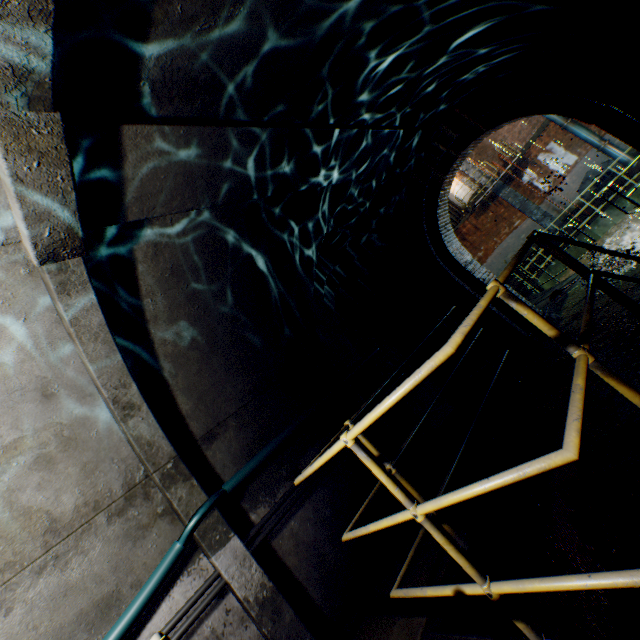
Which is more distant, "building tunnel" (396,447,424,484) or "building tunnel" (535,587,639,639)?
"building tunnel" (396,447,424,484)

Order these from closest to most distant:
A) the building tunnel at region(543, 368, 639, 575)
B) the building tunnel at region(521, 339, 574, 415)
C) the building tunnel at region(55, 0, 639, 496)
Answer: the building tunnel at region(55, 0, 639, 496) → the building tunnel at region(543, 368, 639, 575) → the building tunnel at region(521, 339, 574, 415)

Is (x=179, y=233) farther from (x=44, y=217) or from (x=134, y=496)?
(x=134, y=496)

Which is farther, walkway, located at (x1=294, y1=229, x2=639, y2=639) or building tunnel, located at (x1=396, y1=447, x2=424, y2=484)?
building tunnel, located at (x1=396, y1=447, x2=424, y2=484)

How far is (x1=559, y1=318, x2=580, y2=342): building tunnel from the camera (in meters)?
6.18

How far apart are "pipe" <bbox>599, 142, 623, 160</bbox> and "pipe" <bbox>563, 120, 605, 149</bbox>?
0.1m

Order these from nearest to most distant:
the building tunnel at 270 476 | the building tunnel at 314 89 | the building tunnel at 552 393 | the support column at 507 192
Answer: the building tunnel at 314 89 → the building tunnel at 270 476 → the building tunnel at 552 393 → the support column at 507 192

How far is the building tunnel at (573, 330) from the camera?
6.18m
